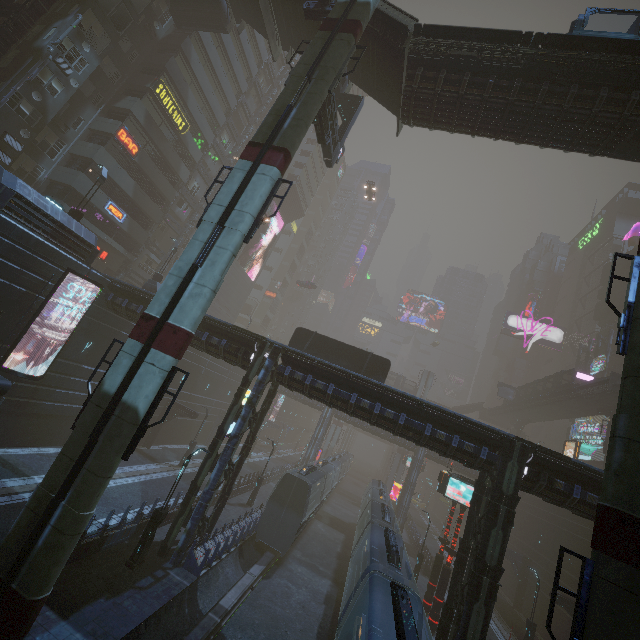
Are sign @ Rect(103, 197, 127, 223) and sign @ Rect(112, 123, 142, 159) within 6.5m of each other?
yes

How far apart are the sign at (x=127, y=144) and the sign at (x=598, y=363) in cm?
6694

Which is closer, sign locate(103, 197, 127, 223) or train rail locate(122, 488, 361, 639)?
train rail locate(122, 488, 361, 639)

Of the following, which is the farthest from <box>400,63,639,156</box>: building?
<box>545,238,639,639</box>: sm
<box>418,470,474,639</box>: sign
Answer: <box>418,470,474,639</box>: sign

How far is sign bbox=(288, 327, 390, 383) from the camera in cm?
2308

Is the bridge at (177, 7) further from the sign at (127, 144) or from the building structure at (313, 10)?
the sign at (127, 144)

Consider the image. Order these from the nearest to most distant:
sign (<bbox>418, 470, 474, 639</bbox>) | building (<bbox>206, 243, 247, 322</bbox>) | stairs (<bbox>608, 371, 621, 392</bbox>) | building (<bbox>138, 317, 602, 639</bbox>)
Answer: building (<bbox>138, 317, 602, 639</bbox>) → sign (<bbox>418, 470, 474, 639</bbox>) → stairs (<bbox>608, 371, 621, 392</bbox>) → building (<bbox>206, 243, 247, 322</bbox>)

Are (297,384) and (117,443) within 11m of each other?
yes
